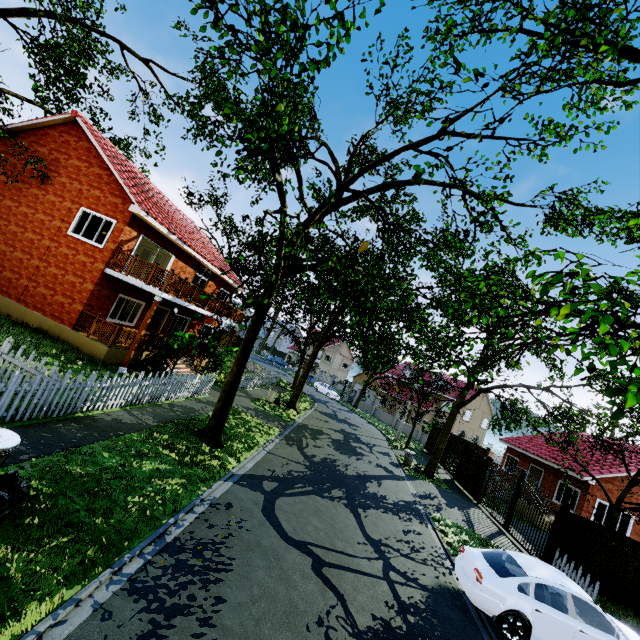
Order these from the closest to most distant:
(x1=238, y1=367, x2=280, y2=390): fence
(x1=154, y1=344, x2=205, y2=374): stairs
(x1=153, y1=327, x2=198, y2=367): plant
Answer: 1. (x1=153, y1=327, x2=198, y2=367): plant
2. (x1=154, y1=344, x2=205, y2=374): stairs
3. (x1=238, y1=367, x2=280, y2=390): fence

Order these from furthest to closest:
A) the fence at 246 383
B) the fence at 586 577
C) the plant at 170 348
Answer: the fence at 246 383 < the plant at 170 348 < the fence at 586 577

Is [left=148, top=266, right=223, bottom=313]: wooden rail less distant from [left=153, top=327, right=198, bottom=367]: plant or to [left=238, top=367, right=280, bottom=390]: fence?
[left=153, top=327, right=198, bottom=367]: plant

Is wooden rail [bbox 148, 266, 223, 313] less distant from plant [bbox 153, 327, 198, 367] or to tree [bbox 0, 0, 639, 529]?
plant [bbox 153, 327, 198, 367]

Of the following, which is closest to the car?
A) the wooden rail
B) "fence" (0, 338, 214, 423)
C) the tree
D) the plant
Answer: "fence" (0, 338, 214, 423)

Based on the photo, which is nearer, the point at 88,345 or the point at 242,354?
the point at 242,354

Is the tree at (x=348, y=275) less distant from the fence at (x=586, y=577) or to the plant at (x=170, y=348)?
the fence at (x=586, y=577)
